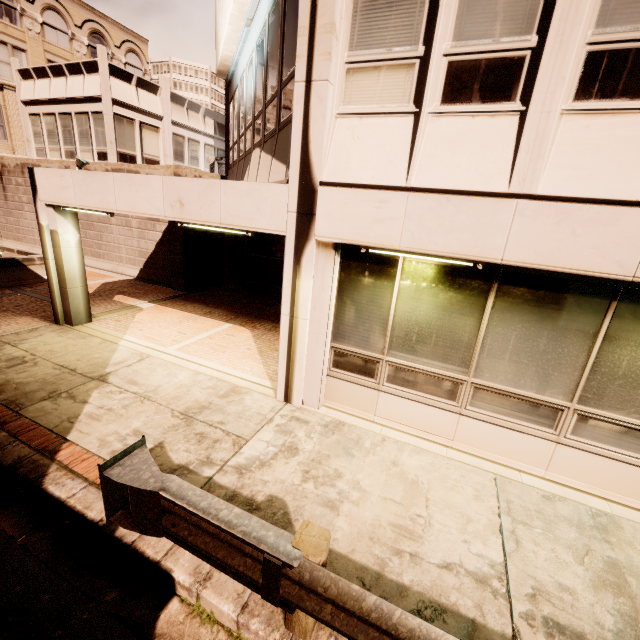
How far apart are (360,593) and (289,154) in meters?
5.3 m

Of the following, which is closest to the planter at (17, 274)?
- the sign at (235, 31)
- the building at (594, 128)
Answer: the building at (594, 128)

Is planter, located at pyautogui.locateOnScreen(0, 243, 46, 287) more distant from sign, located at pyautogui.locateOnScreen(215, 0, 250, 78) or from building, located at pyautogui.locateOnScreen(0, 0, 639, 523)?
sign, located at pyautogui.locateOnScreen(215, 0, 250, 78)

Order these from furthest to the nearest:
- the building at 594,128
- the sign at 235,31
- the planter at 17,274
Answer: the planter at 17,274
the sign at 235,31
the building at 594,128

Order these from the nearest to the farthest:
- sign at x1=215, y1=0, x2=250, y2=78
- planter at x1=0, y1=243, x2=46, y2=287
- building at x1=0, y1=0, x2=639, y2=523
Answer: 1. building at x1=0, y1=0, x2=639, y2=523
2. sign at x1=215, y1=0, x2=250, y2=78
3. planter at x1=0, y1=243, x2=46, y2=287

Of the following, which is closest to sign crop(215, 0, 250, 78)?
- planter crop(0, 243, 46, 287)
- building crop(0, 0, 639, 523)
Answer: building crop(0, 0, 639, 523)

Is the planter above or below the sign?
below
